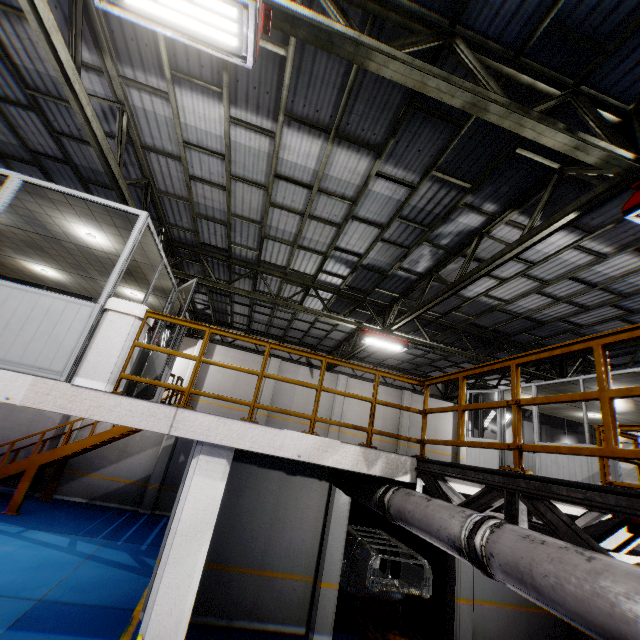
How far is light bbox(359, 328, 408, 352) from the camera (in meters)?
10.68

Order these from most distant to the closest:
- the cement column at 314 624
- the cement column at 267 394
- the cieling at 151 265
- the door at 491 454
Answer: the cement column at 267 394 < the door at 491 454 < the cement column at 314 624 < the cieling at 151 265

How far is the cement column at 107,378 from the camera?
4.59m

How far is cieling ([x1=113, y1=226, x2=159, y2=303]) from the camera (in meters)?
6.52

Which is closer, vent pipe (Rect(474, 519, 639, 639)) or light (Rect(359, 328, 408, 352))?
vent pipe (Rect(474, 519, 639, 639))

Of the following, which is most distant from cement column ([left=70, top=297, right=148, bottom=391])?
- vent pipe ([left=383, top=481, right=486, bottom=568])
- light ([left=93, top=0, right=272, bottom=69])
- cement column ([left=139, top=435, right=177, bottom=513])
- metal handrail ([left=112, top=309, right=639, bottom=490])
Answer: cement column ([left=139, top=435, right=177, bottom=513])

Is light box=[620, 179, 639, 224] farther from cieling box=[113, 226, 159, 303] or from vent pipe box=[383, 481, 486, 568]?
cieling box=[113, 226, 159, 303]

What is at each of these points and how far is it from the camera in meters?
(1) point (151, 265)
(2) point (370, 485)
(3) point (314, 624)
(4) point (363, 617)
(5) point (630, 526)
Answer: (1) cieling, 7.3 m
(2) vent pipe, 5.5 m
(3) cement column, 7.4 m
(4) platform, 8.2 m
(5) light, 3.4 m
